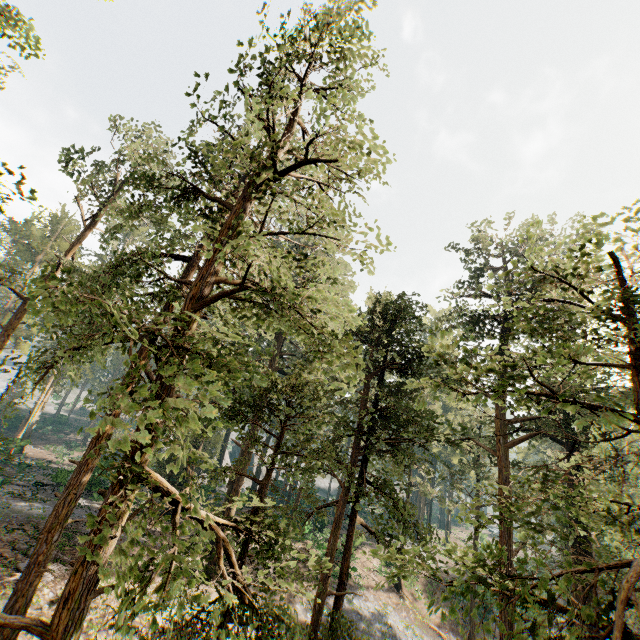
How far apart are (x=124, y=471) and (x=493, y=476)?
35.3 meters
